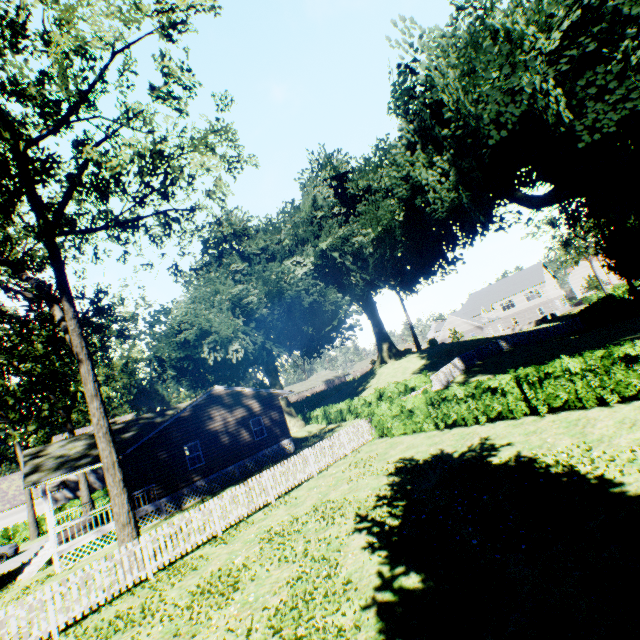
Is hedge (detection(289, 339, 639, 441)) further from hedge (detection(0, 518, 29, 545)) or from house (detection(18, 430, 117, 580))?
hedge (detection(0, 518, 29, 545))

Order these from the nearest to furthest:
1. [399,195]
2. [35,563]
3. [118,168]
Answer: [118,168] < [35,563] < [399,195]

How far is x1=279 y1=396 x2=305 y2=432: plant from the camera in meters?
36.0 m

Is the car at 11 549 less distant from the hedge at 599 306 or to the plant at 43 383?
the plant at 43 383

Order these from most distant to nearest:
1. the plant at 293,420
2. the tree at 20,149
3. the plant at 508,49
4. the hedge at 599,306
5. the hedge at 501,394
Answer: the plant at 293,420 → the hedge at 599,306 → the plant at 508,49 → the hedge at 501,394 → the tree at 20,149

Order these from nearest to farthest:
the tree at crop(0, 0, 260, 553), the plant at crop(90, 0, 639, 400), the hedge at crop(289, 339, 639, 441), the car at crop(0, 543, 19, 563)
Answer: the tree at crop(0, 0, 260, 553), the hedge at crop(289, 339, 639, 441), the plant at crop(90, 0, 639, 400), the car at crop(0, 543, 19, 563)

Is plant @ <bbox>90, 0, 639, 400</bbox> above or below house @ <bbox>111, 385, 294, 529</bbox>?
above

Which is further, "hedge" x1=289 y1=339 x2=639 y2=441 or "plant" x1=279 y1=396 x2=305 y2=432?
"plant" x1=279 y1=396 x2=305 y2=432
